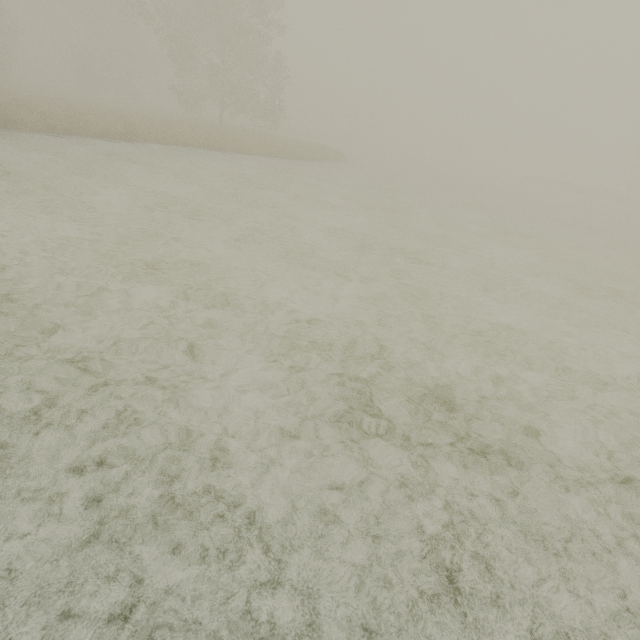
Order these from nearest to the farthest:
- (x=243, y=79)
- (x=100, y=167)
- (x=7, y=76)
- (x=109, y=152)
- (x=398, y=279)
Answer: (x=398, y=279), (x=100, y=167), (x=109, y=152), (x=243, y=79), (x=7, y=76)
